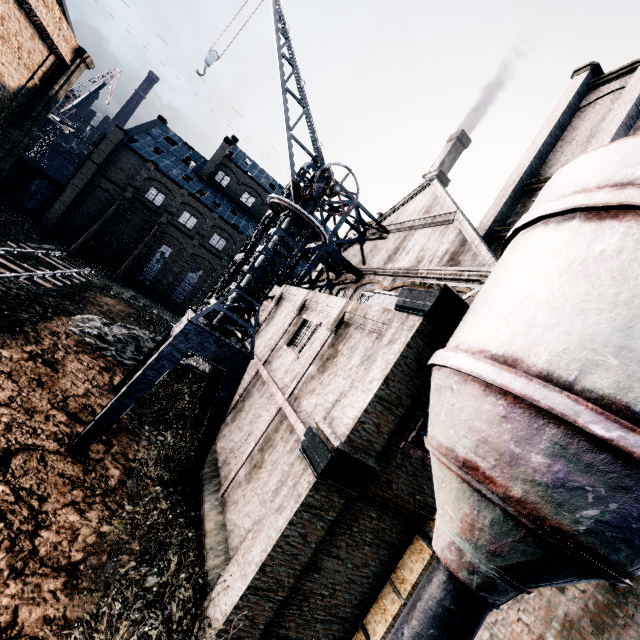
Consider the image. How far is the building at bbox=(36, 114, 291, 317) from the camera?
36.84m

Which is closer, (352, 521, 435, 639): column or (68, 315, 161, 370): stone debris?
(352, 521, 435, 639): column

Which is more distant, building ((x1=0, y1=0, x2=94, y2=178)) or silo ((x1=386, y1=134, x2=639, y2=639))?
building ((x1=0, y1=0, x2=94, y2=178))

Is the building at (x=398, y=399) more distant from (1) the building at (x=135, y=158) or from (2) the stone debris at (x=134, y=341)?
(1) the building at (x=135, y=158)

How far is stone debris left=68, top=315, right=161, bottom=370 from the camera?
17.4 meters

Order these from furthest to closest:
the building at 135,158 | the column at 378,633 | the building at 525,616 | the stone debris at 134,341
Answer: the building at 135,158 → the stone debris at 134,341 → the column at 378,633 → the building at 525,616

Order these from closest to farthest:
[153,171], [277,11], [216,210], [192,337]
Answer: [192,337] < [277,11] < [153,171] < [216,210]

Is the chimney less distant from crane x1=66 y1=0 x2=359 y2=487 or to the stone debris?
the stone debris
